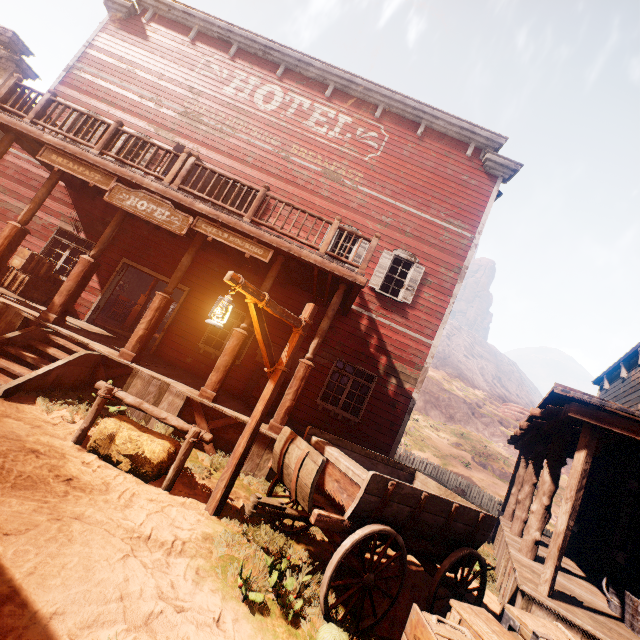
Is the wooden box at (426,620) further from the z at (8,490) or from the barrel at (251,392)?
the barrel at (251,392)

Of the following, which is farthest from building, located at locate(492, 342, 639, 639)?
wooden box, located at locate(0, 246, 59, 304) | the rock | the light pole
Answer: the rock

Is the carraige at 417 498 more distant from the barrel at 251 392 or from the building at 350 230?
the barrel at 251 392

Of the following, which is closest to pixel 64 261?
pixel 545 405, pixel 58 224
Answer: pixel 58 224

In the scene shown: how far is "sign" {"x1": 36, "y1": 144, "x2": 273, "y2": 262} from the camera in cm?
714

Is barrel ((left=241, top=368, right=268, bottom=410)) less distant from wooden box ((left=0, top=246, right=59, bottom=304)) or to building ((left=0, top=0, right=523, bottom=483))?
building ((left=0, top=0, right=523, bottom=483))

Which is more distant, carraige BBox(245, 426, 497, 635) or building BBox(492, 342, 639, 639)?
building BBox(492, 342, 639, 639)

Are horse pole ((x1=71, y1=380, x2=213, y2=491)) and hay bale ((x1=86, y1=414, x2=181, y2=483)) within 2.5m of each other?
yes
